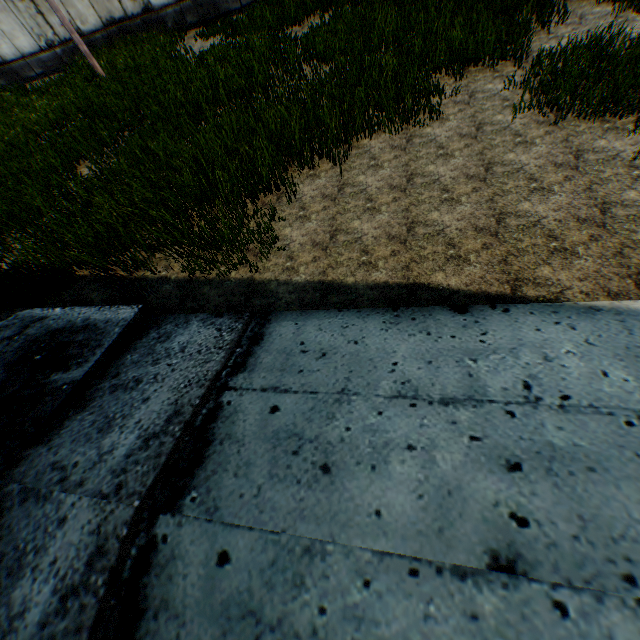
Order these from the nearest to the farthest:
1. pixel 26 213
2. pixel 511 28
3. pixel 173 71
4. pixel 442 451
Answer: pixel 442 451 → pixel 511 28 → pixel 26 213 → pixel 173 71
